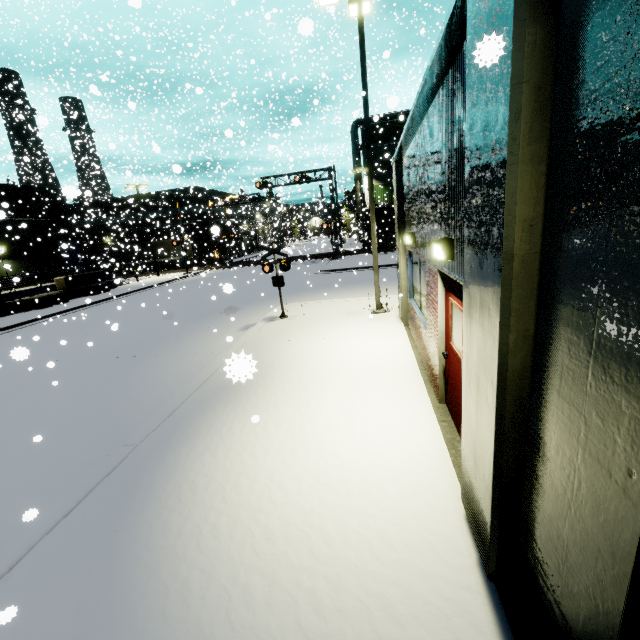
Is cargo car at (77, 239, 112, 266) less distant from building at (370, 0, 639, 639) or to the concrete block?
building at (370, 0, 639, 639)

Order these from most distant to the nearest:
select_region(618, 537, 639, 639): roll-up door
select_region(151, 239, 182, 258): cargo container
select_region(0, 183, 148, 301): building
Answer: select_region(151, 239, 182, 258): cargo container
select_region(0, 183, 148, 301): building
select_region(618, 537, 639, 639): roll-up door

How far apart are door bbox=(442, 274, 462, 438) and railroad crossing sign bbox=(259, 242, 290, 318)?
6.9 meters

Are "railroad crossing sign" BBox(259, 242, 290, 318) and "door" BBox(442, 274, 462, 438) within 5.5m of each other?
no

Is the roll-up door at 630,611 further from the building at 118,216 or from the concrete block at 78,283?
the concrete block at 78,283

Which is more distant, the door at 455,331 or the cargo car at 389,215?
the cargo car at 389,215

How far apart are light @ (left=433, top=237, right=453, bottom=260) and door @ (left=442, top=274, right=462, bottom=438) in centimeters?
22cm

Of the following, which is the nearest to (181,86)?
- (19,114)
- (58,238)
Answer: (58,238)
